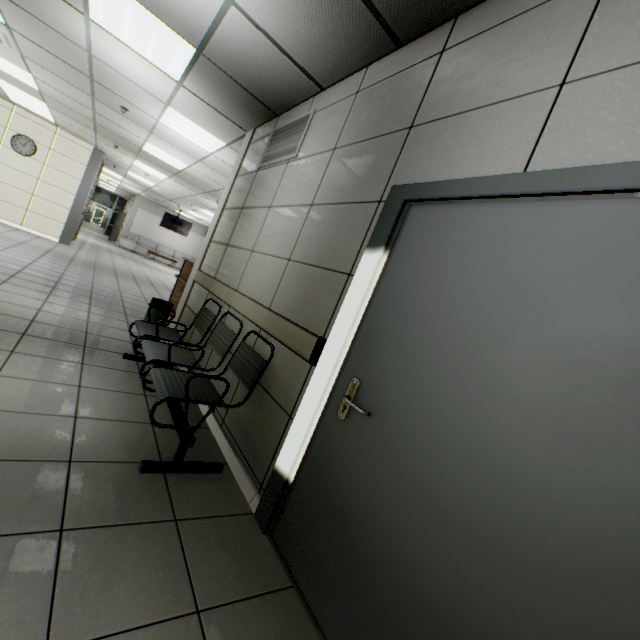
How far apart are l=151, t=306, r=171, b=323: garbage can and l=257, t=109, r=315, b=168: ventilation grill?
2.1 meters

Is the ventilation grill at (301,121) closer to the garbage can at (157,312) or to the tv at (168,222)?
the garbage can at (157,312)

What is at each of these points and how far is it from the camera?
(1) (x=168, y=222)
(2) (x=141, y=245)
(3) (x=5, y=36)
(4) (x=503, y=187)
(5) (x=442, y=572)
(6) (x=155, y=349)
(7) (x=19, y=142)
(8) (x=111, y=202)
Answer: (1) tv, 17.64m
(2) sofa, 19.08m
(3) air conditioning vent, 4.71m
(4) doorway, 1.36m
(5) door, 1.13m
(6) chair, 2.78m
(7) clock, 9.33m
(8) doorway, 24.86m

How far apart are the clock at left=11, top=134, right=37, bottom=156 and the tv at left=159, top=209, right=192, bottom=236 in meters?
7.9

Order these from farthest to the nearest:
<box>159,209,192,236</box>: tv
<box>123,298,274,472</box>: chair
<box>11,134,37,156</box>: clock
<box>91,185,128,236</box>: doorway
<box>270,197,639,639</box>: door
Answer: <box>91,185,128,236</box>: doorway → <box>159,209,192,236</box>: tv → <box>11,134,37,156</box>: clock → <box>123,298,274,472</box>: chair → <box>270,197,639,639</box>: door

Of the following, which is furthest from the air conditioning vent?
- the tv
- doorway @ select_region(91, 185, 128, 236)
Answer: doorway @ select_region(91, 185, 128, 236)

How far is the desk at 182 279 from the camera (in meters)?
6.31

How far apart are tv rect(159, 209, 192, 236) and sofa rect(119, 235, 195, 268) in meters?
2.3
